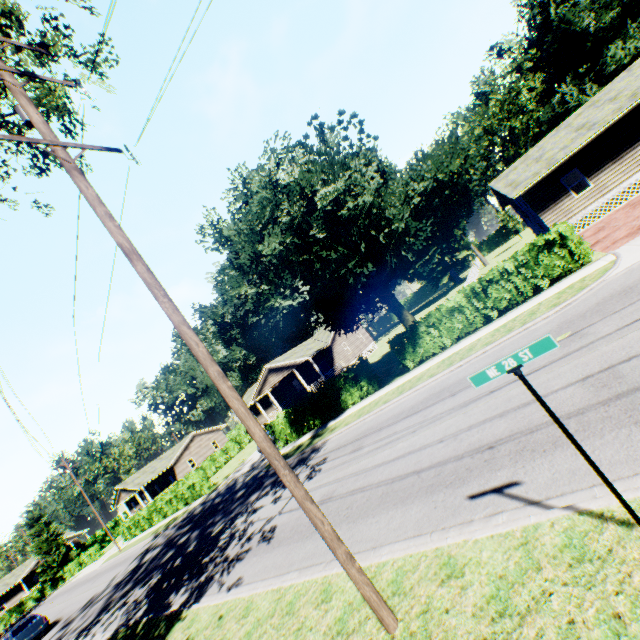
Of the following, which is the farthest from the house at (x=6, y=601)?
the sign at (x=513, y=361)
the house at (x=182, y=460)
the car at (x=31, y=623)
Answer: the sign at (x=513, y=361)

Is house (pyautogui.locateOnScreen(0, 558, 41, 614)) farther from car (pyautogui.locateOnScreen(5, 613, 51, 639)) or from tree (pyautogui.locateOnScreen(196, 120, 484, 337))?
tree (pyautogui.locateOnScreen(196, 120, 484, 337))

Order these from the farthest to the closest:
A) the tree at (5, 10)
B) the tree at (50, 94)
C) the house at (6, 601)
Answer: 1. the house at (6, 601)
2. the tree at (50, 94)
3. the tree at (5, 10)

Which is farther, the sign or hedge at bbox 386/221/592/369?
hedge at bbox 386/221/592/369

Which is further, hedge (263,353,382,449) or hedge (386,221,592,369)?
hedge (263,353,382,449)

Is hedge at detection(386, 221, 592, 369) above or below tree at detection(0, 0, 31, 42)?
below

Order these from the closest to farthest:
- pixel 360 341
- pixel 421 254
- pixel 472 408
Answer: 1. pixel 472 408
2. pixel 421 254
3. pixel 360 341

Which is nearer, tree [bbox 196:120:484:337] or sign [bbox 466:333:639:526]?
sign [bbox 466:333:639:526]
